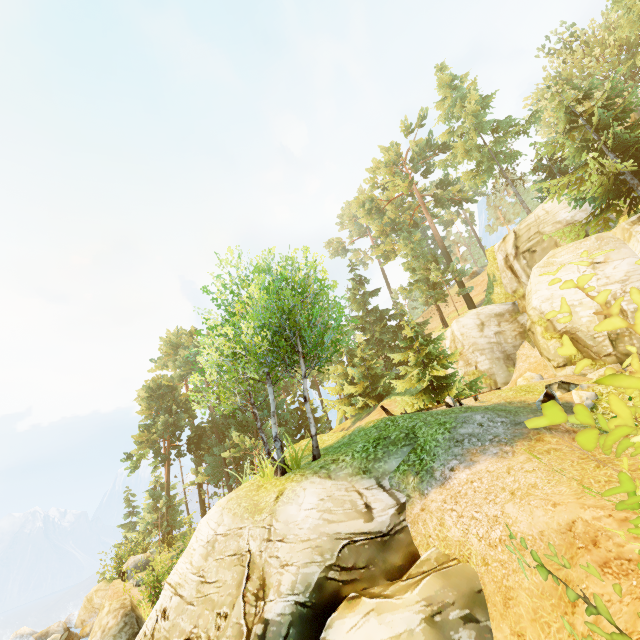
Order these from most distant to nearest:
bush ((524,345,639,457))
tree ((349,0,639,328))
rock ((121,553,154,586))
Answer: rock ((121,553,154,586)) < tree ((349,0,639,328)) < bush ((524,345,639,457))

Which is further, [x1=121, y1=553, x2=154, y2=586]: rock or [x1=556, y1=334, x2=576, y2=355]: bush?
[x1=121, y1=553, x2=154, y2=586]: rock

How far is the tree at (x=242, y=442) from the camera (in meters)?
12.52

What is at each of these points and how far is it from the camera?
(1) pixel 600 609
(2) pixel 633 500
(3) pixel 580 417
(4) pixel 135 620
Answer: (1) bush, 2.3m
(2) bush, 1.5m
(3) bush, 1.4m
(4) rock, 11.4m

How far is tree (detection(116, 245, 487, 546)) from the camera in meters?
12.5 m

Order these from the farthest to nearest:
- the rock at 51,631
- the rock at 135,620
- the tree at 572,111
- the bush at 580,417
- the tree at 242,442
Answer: the rock at 51,631
the tree at 572,111
the tree at 242,442
the rock at 135,620
the bush at 580,417

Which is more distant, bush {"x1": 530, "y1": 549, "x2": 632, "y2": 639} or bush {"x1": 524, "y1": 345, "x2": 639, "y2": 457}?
bush {"x1": 530, "y1": 549, "x2": 632, "y2": 639}
